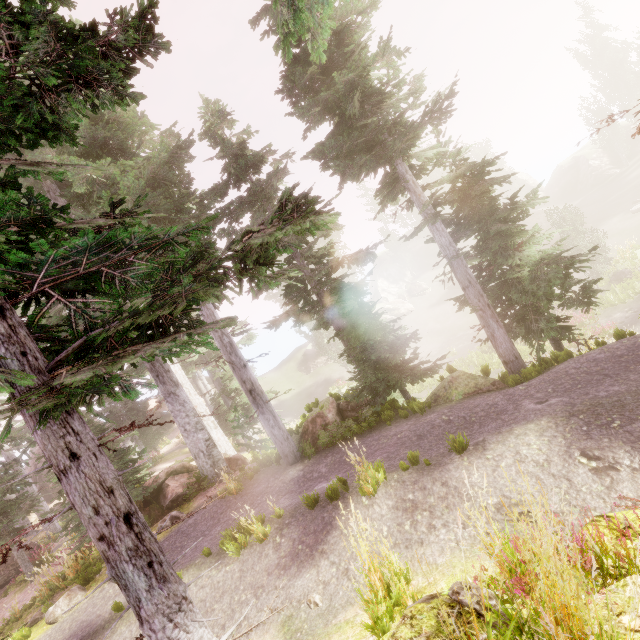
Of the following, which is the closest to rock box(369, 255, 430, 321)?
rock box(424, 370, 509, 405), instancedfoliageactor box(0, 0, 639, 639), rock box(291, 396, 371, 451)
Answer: instancedfoliageactor box(0, 0, 639, 639)

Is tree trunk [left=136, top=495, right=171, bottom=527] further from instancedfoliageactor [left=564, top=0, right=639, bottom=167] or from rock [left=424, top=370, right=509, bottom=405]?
rock [left=424, top=370, right=509, bottom=405]

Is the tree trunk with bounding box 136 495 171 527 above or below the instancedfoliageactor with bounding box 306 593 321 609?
above

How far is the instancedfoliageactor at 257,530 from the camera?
6.9 meters

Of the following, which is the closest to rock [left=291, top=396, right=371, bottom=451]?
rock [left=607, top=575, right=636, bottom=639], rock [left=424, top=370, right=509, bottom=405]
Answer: rock [left=424, top=370, right=509, bottom=405]

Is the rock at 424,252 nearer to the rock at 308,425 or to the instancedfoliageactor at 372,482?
the instancedfoliageactor at 372,482

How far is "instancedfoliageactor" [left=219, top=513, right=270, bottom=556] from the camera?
6.9 meters

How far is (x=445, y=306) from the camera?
43.09m
